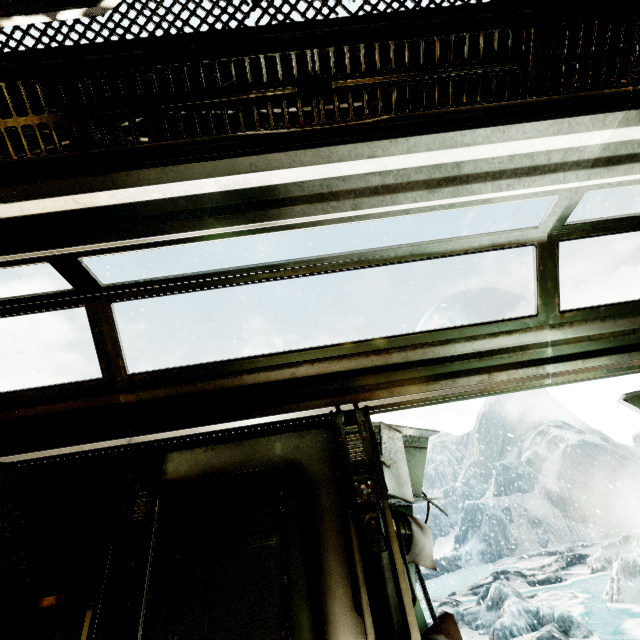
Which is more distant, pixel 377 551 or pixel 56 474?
pixel 56 474
